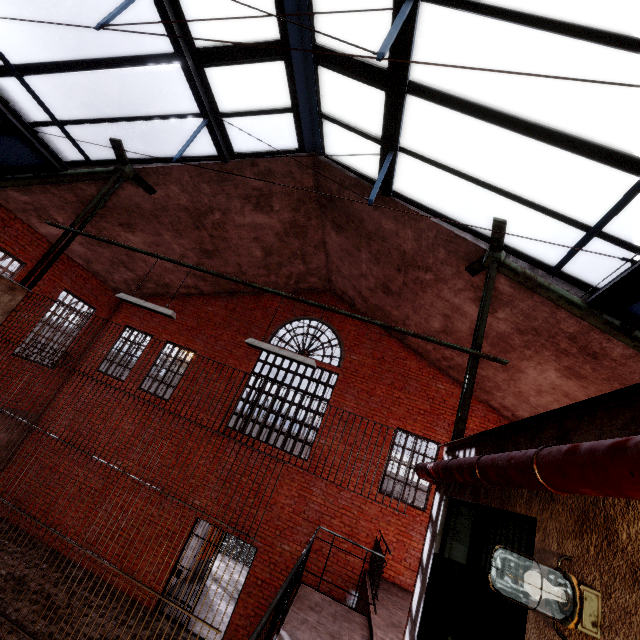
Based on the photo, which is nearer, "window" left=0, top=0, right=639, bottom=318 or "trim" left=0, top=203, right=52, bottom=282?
"window" left=0, top=0, right=639, bottom=318

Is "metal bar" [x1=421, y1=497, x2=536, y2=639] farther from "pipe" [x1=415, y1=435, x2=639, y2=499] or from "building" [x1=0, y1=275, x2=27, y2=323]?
"building" [x1=0, y1=275, x2=27, y2=323]

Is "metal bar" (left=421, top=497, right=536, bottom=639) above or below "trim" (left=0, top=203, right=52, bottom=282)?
below

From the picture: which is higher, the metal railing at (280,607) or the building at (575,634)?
the building at (575,634)

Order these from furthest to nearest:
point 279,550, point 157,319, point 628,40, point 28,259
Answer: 1. point 157,319
2. point 28,259
3. point 279,550
4. point 628,40

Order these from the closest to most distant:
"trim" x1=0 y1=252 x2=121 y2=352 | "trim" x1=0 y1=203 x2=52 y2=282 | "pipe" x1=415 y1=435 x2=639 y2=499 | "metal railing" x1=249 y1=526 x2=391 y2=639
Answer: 1. "pipe" x1=415 y1=435 x2=639 y2=499
2. "metal railing" x1=249 y1=526 x2=391 y2=639
3. "trim" x1=0 y1=203 x2=52 y2=282
4. "trim" x1=0 y1=252 x2=121 y2=352

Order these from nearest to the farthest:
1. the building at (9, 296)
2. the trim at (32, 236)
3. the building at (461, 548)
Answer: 1. the building at (461, 548)
2. the building at (9, 296)
3. the trim at (32, 236)

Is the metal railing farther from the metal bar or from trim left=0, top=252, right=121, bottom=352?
trim left=0, top=252, right=121, bottom=352
